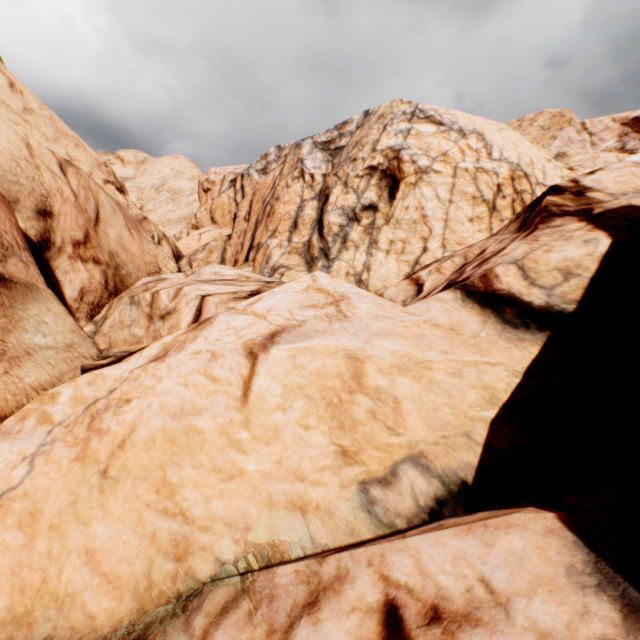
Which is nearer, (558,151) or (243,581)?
(243,581)
